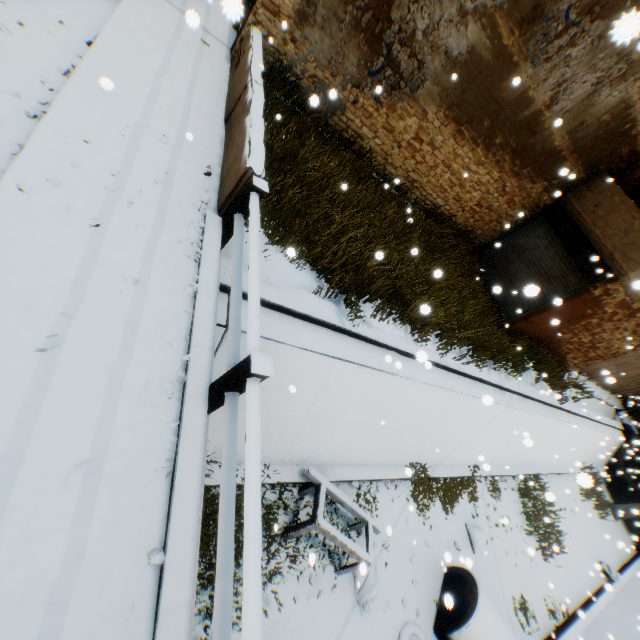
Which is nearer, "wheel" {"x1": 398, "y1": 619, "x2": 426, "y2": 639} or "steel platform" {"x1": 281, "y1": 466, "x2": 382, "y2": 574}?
"steel platform" {"x1": 281, "y1": 466, "x2": 382, "y2": 574}

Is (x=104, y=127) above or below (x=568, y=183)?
below

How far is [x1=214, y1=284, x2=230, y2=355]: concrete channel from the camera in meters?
4.5

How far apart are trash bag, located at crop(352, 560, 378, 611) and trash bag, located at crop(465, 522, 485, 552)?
4.5 meters

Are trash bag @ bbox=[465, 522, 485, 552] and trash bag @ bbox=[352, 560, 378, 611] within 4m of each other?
no

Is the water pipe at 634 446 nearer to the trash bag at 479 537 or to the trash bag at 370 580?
the trash bag at 479 537

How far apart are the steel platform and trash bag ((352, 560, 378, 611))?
0.4 meters

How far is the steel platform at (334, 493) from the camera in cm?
584
